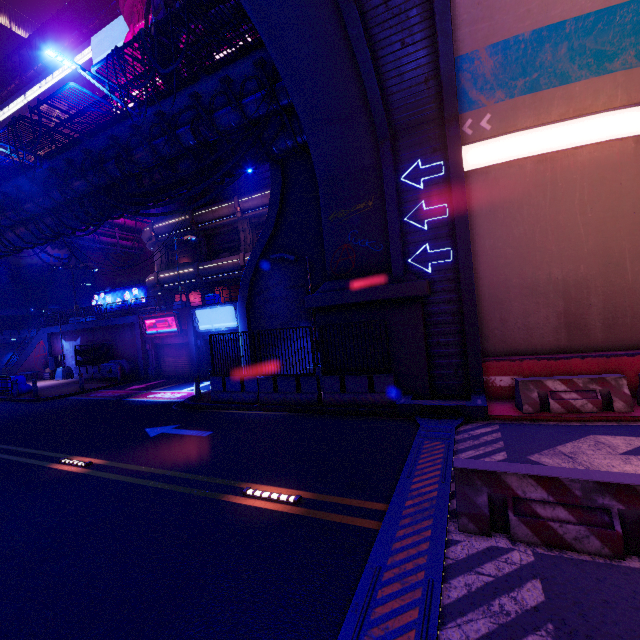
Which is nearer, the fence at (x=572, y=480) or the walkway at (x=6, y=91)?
the fence at (x=572, y=480)

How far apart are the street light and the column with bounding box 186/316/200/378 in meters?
13.5

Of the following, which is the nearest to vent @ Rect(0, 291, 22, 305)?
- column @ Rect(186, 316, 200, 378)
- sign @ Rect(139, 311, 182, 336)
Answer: sign @ Rect(139, 311, 182, 336)

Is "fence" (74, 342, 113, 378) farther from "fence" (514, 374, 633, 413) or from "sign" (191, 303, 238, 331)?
"fence" (514, 374, 633, 413)

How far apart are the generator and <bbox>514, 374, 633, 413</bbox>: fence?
24.1 meters

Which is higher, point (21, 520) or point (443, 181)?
point (443, 181)

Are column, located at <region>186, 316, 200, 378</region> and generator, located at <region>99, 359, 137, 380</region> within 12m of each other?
yes

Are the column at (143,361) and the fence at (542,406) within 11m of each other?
no
